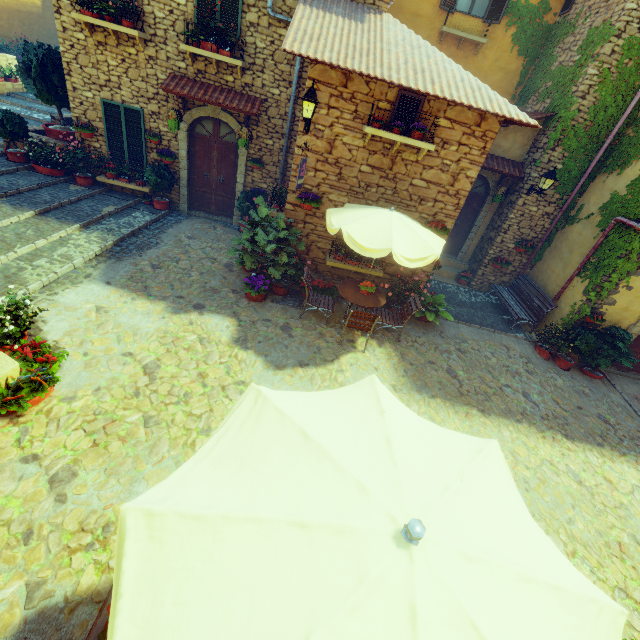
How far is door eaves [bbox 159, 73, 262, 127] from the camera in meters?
8.2 m

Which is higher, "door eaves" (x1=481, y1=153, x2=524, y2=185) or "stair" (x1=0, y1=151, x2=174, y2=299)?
"door eaves" (x1=481, y1=153, x2=524, y2=185)

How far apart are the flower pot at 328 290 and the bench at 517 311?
5.6 meters

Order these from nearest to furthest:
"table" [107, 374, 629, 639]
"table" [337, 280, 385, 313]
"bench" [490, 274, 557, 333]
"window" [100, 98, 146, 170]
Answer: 1. "table" [107, 374, 629, 639]
2. "table" [337, 280, 385, 313]
3. "window" [100, 98, 146, 170]
4. "bench" [490, 274, 557, 333]

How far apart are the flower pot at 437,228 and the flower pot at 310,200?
2.63m

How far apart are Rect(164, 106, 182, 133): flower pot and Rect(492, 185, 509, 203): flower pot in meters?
9.7 m

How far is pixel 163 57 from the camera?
8.36m

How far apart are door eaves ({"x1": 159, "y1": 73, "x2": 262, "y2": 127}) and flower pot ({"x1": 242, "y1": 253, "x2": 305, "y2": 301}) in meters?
4.3
